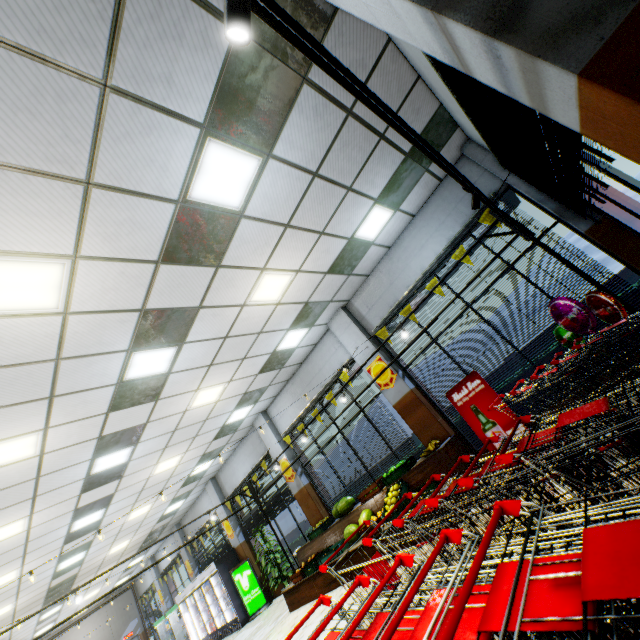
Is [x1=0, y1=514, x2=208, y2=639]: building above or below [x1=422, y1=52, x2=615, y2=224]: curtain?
above

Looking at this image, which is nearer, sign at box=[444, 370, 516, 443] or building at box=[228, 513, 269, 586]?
sign at box=[444, 370, 516, 443]

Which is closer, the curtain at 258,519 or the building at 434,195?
the building at 434,195

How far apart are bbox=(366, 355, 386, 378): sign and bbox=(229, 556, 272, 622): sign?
9.3m

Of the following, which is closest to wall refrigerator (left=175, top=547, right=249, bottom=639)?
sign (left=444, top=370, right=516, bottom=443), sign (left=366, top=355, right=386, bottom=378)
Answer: sign (left=366, top=355, right=386, bottom=378)

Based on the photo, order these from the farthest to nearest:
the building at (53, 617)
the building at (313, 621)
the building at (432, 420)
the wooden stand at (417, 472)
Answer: the building at (53, 617)
the building at (432, 420)
the wooden stand at (417, 472)
the building at (313, 621)

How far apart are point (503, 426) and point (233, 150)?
6.3 meters

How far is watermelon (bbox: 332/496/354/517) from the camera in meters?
8.1
